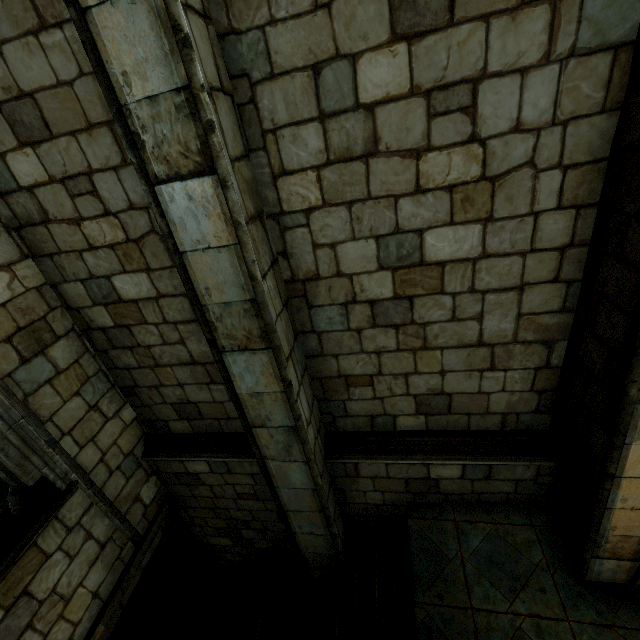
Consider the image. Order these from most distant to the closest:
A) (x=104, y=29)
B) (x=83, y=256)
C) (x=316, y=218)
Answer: (x=83, y=256)
(x=316, y=218)
(x=104, y=29)
